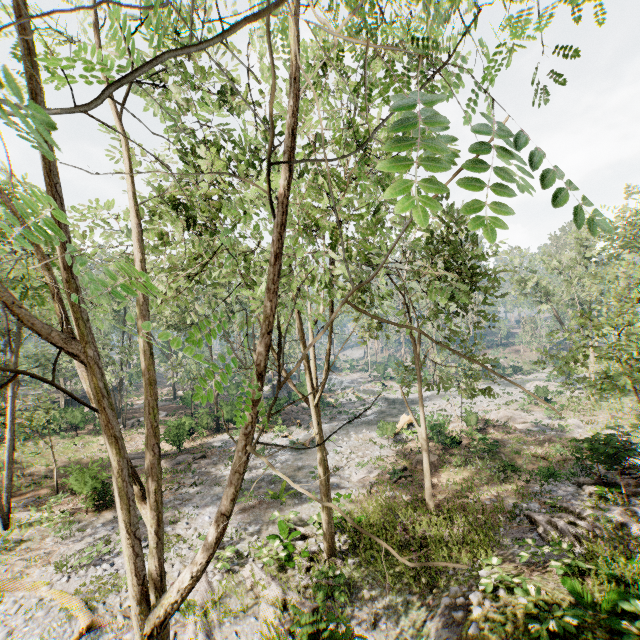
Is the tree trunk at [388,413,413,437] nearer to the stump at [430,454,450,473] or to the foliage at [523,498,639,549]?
the stump at [430,454,450,473]

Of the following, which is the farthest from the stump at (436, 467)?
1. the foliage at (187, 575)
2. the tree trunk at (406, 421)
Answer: the foliage at (187, 575)

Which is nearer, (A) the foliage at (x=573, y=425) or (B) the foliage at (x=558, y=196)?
(B) the foliage at (x=558, y=196)

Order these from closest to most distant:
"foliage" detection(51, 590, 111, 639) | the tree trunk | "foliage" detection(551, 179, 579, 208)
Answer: "foliage" detection(551, 179, 579, 208)
"foliage" detection(51, 590, 111, 639)
the tree trunk

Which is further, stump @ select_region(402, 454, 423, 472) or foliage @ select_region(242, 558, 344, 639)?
stump @ select_region(402, 454, 423, 472)

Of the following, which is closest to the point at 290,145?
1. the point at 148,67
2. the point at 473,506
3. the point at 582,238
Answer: the point at 148,67
